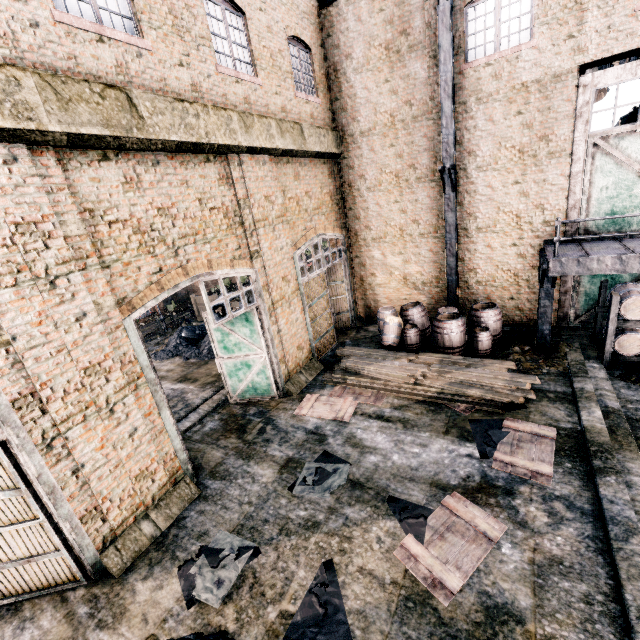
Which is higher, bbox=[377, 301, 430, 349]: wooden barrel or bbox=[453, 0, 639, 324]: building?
bbox=[453, 0, 639, 324]: building

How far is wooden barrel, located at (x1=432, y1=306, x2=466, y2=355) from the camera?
11.8m

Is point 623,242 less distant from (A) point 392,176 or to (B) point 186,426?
(A) point 392,176

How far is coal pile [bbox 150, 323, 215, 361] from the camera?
17.2m

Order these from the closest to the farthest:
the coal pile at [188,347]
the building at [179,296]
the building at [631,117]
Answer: the building at [631,117] → the coal pile at [188,347] → the building at [179,296]

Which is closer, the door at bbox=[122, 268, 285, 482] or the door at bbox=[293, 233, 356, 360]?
the door at bbox=[122, 268, 285, 482]

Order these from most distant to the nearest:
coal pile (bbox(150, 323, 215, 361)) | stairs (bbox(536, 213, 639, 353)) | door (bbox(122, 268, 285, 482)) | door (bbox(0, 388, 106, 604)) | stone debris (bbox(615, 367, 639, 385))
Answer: coal pile (bbox(150, 323, 215, 361)), stone debris (bbox(615, 367, 639, 385)), stairs (bbox(536, 213, 639, 353)), door (bbox(122, 268, 285, 482)), door (bbox(0, 388, 106, 604))

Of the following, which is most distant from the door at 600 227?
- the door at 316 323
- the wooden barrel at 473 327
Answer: the door at 316 323
